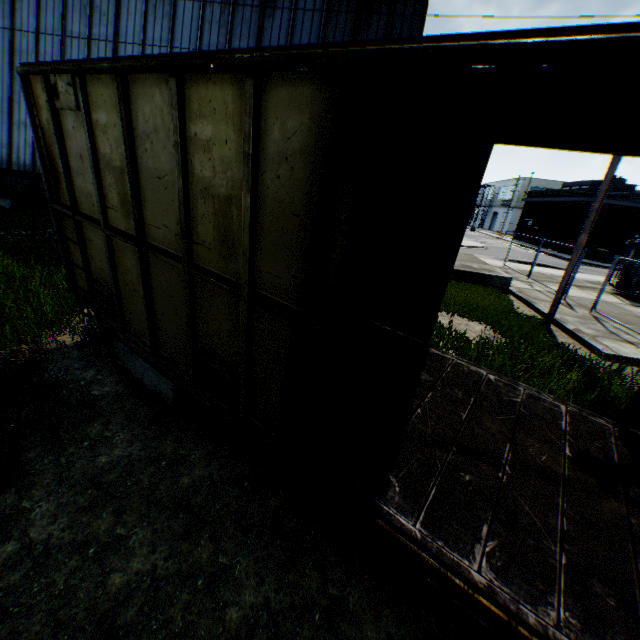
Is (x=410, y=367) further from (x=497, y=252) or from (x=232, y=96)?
(x=497, y=252)

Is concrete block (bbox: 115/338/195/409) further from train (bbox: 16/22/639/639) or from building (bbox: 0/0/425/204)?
building (bbox: 0/0/425/204)

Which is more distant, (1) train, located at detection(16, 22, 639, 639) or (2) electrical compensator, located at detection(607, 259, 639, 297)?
(2) electrical compensator, located at detection(607, 259, 639, 297)

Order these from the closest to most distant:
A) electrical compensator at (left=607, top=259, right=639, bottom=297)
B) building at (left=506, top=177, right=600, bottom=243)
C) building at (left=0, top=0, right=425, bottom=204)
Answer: building at (left=0, top=0, right=425, bottom=204)
electrical compensator at (left=607, top=259, right=639, bottom=297)
building at (left=506, top=177, right=600, bottom=243)

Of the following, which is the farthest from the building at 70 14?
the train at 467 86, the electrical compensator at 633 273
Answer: the electrical compensator at 633 273

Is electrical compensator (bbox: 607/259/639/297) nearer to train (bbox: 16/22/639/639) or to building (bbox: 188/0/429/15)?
building (bbox: 188/0/429/15)

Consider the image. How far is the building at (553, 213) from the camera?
39.1m

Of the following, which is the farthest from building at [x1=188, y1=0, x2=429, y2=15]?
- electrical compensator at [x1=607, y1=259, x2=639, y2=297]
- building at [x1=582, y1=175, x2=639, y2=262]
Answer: building at [x1=582, y1=175, x2=639, y2=262]
